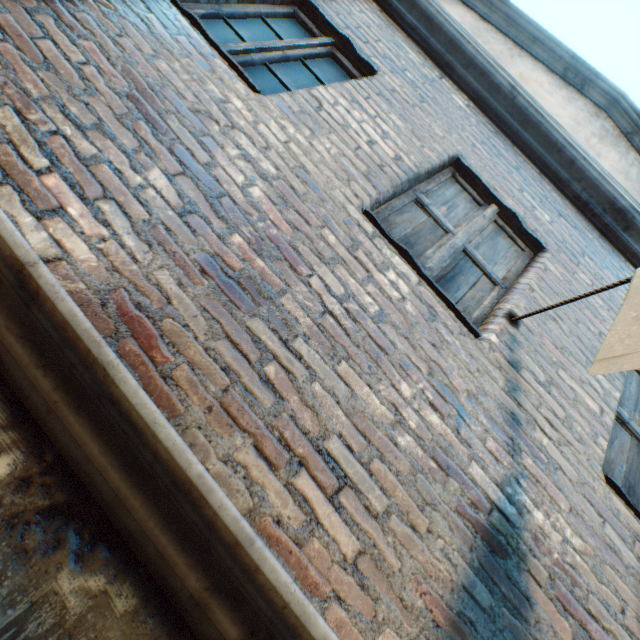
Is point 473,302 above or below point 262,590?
above
